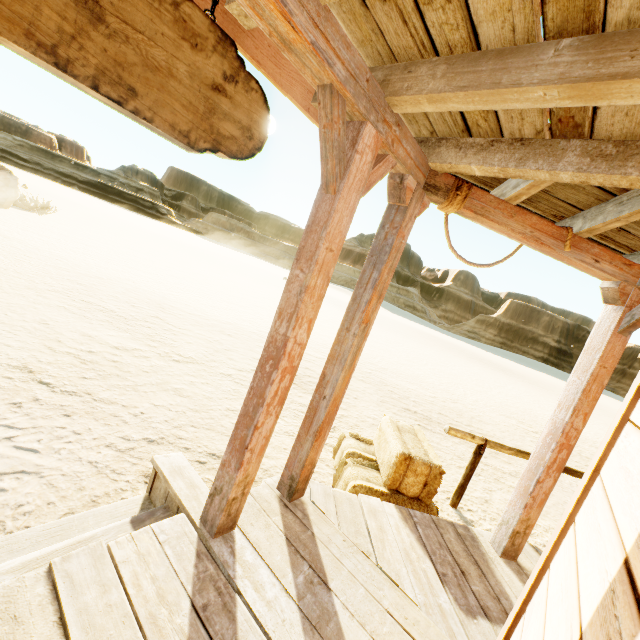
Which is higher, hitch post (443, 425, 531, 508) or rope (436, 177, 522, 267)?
rope (436, 177, 522, 267)

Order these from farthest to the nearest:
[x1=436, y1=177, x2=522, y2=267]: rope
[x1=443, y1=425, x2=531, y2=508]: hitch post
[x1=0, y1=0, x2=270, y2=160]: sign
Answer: [x1=443, y1=425, x2=531, y2=508]: hitch post, [x1=436, y1=177, x2=522, y2=267]: rope, [x1=0, y1=0, x2=270, y2=160]: sign

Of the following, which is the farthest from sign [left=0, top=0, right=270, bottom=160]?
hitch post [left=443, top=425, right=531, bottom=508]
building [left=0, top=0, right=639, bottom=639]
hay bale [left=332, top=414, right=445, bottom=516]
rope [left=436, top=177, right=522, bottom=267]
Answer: hitch post [left=443, top=425, right=531, bottom=508]

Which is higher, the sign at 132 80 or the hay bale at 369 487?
the sign at 132 80

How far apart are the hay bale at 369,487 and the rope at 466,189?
1.9 meters

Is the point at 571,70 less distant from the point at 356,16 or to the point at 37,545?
the point at 356,16

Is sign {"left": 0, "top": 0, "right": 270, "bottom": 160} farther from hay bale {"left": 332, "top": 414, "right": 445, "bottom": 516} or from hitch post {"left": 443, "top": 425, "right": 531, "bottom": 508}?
hitch post {"left": 443, "top": 425, "right": 531, "bottom": 508}

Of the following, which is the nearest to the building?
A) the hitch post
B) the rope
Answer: the rope
